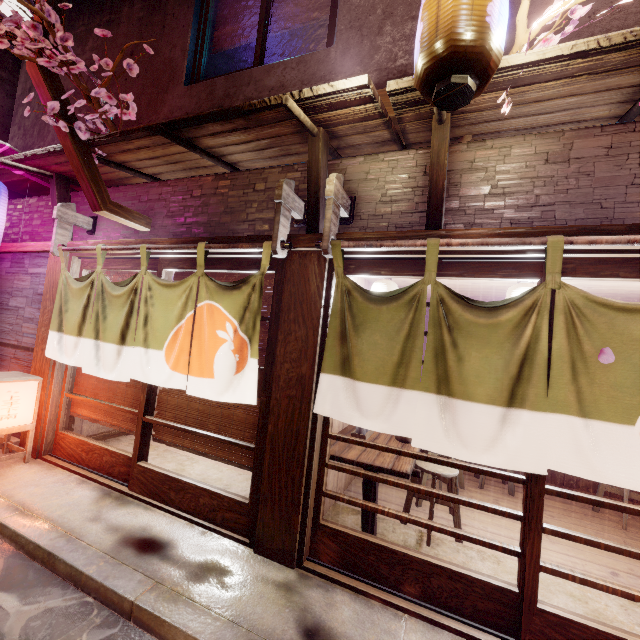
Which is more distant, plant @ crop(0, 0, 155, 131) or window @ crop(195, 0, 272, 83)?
window @ crop(195, 0, 272, 83)

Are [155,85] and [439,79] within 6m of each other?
no

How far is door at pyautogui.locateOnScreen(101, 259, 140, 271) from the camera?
7.55m

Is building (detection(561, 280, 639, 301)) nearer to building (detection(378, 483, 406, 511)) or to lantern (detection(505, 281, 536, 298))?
building (detection(378, 483, 406, 511))

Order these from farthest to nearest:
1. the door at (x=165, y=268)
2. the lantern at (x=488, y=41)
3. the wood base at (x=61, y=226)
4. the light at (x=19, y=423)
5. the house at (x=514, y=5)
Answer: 1. the wood base at (x=61, y=226)
2. the light at (x=19, y=423)
3. the door at (x=165, y=268)
4. the house at (x=514, y=5)
5. the lantern at (x=488, y=41)

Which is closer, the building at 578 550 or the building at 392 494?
the building at 578 550

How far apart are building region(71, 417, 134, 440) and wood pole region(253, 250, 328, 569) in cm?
658

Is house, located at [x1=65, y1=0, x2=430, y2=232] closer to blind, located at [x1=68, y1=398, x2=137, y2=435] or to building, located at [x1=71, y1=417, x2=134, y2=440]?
blind, located at [x1=68, y1=398, x2=137, y2=435]
